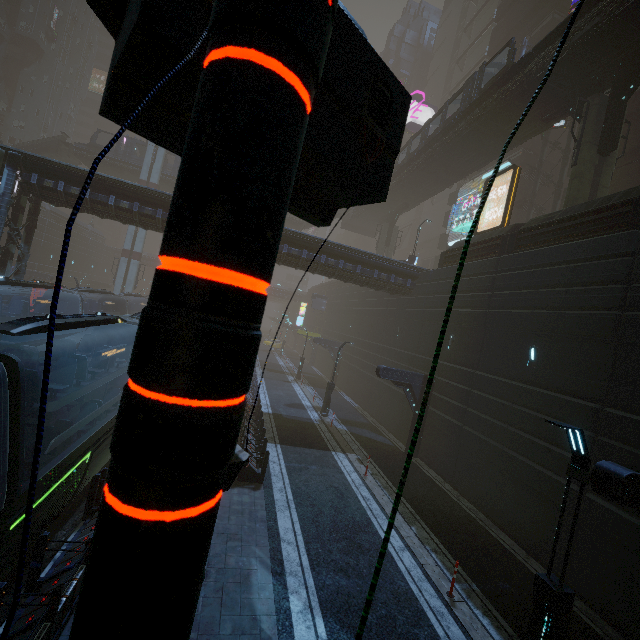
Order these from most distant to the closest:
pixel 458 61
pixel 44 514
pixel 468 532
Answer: pixel 458 61, pixel 468 532, pixel 44 514

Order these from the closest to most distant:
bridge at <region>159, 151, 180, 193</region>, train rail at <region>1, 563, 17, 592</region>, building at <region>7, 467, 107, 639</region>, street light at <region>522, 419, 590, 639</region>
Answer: building at <region>7, 467, 107, 639</region> → street light at <region>522, 419, 590, 639</region> → train rail at <region>1, 563, 17, 592</region> → bridge at <region>159, 151, 180, 193</region>

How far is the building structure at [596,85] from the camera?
17.3 meters

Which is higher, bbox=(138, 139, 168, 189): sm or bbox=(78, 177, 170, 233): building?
bbox=(138, 139, 168, 189): sm

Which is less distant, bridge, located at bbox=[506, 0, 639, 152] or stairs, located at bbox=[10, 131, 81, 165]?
bridge, located at bbox=[506, 0, 639, 152]

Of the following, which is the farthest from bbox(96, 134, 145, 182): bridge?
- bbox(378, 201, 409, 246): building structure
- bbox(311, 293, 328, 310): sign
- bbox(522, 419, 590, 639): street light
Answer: bbox(522, 419, 590, 639): street light

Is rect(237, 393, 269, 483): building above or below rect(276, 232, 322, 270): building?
below

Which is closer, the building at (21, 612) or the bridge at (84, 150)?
the building at (21, 612)
